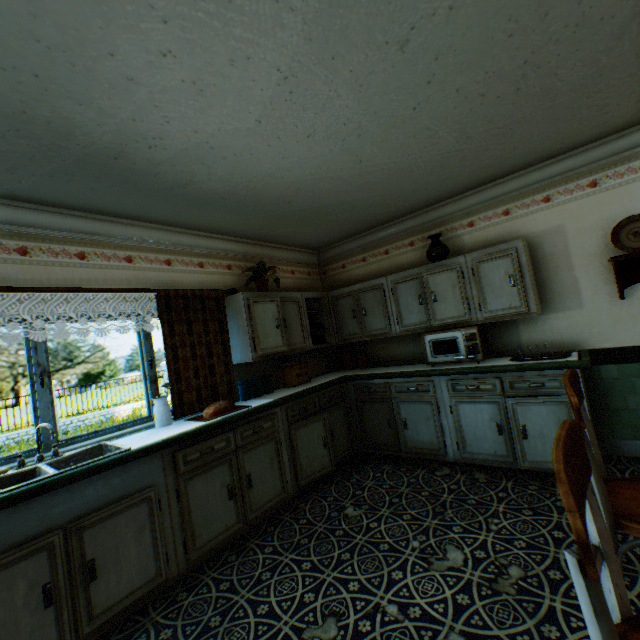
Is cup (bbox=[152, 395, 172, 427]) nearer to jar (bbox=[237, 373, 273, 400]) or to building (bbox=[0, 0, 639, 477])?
building (bbox=[0, 0, 639, 477])

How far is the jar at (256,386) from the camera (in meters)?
3.87

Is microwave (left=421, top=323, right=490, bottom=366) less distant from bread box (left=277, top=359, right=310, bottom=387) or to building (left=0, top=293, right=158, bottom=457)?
building (left=0, top=293, right=158, bottom=457)

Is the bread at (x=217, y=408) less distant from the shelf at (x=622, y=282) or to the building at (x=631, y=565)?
the building at (x=631, y=565)

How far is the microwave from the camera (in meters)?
3.71

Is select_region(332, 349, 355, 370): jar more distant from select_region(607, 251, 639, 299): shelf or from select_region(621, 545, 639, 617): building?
select_region(607, 251, 639, 299): shelf

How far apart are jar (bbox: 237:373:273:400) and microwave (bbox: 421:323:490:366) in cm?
212

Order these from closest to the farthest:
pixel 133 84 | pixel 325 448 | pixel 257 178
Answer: pixel 133 84, pixel 257 178, pixel 325 448
